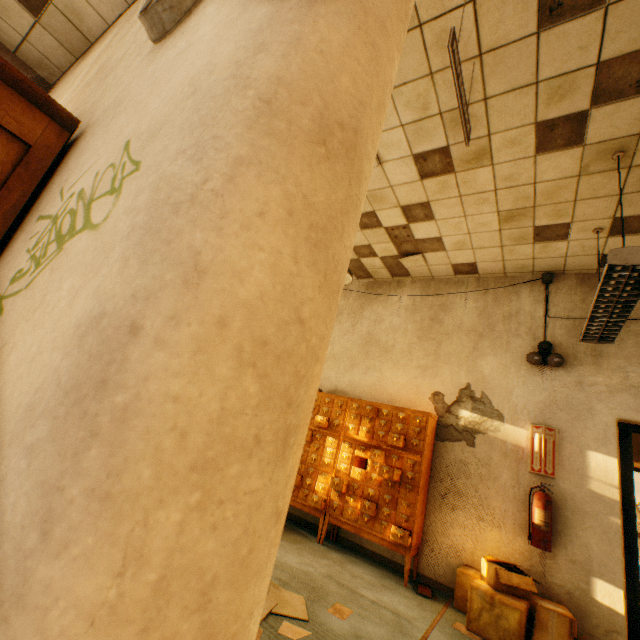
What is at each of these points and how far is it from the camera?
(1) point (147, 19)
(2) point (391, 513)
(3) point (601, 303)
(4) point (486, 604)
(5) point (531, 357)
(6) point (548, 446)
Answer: (1) clock, 1.2 meters
(2) card catalog, 3.8 meters
(3) lamp, 2.6 meters
(4) cardboard box, 2.9 meters
(5) bell, 3.9 meters
(6) sign, 3.6 meters

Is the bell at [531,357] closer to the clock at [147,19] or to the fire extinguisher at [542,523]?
the fire extinguisher at [542,523]

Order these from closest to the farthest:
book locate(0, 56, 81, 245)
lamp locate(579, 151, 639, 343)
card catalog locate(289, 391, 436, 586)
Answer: book locate(0, 56, 81, 245) → lamp locate(579, 151, 639, 343) → card catalog locate(289, 391, 436, 586)

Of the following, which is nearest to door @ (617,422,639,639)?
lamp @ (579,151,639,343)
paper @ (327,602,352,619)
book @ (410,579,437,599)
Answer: lamp @ (579,151,639,343)

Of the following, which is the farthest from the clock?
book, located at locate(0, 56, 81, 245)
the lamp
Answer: the lamp

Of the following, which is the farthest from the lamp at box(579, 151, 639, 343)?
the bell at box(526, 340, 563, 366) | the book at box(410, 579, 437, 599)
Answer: the book at box(410, 579, 437, 599)

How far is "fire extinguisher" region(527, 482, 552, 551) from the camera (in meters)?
3.20

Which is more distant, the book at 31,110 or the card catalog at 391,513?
the card catalog at 391,513
